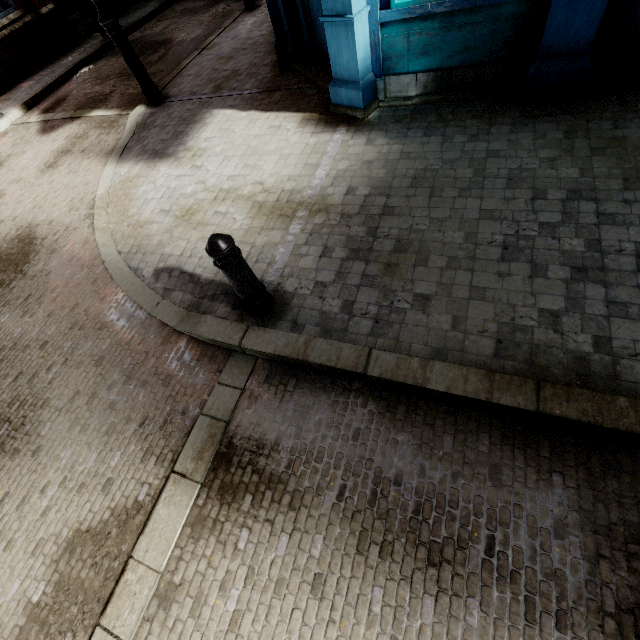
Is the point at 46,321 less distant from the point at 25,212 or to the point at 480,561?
the point at 25,212

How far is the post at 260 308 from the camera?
2.5 meters

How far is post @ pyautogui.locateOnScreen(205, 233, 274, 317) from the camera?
2.5m
